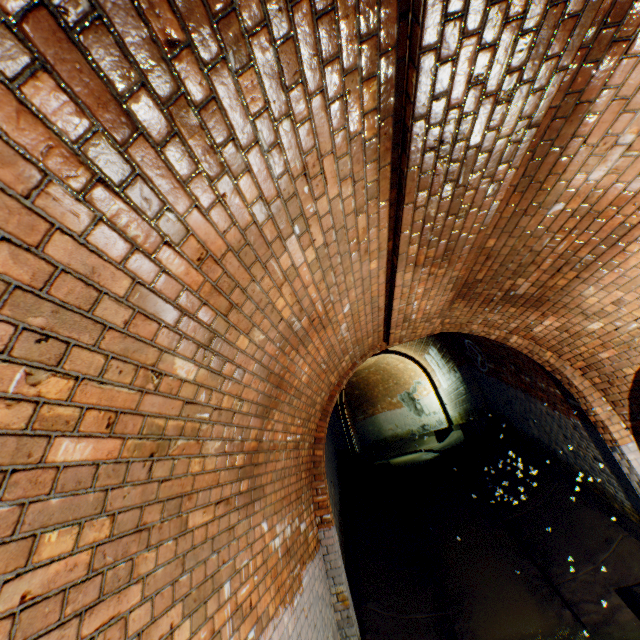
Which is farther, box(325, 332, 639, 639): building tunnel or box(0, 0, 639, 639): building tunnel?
box(325, 332, 639, 639): building tunnel

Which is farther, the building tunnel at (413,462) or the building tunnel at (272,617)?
the building tunnel at (413,462)

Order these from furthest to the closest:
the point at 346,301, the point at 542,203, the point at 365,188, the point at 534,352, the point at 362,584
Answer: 1. the point at 362,584
2. the point at 534,352
3. the point at 346,301
4. the point at 542,203
5. the point at 365,188
